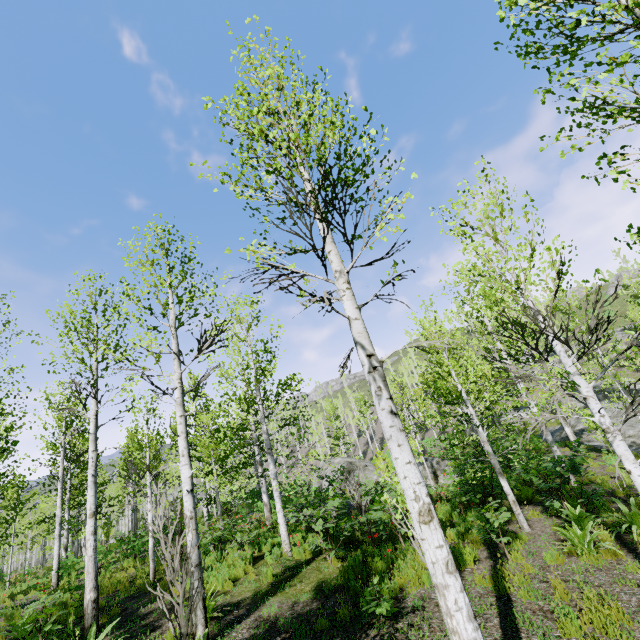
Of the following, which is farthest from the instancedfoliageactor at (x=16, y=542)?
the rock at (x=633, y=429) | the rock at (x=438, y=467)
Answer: the rock at (x=438, y=467)

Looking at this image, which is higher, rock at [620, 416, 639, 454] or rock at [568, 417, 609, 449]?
rock at [568, 417, 609, 449]

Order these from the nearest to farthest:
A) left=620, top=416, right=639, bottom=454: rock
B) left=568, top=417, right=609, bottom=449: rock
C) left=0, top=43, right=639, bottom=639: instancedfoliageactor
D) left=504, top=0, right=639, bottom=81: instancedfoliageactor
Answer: left=504, top=0, right=639, bottom=81: instancedfoliageactor < left=0, top=43, right=639, bottom=639: instancedfoliageactor < left=620, top=416, right=639, bottom=454: rock < left=568, top=417, right=609, bottom=449: rock

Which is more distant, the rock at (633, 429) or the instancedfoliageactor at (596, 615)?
the rock at (633, 429)

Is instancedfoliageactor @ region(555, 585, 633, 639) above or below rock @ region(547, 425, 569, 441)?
below

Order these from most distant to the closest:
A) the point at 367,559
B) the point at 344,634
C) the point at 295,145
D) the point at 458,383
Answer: the point at 458,383 < the point at 367,559 < the point at 344,634 < the point at 295,145

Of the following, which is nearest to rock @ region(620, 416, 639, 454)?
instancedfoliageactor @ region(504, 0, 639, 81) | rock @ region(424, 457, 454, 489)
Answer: instancedfoliageactor @ region(504, 0, 639, 81)

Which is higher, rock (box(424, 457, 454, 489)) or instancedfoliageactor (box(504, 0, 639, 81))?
instancedfoliageactor (box(504, 0, 639, 81))
